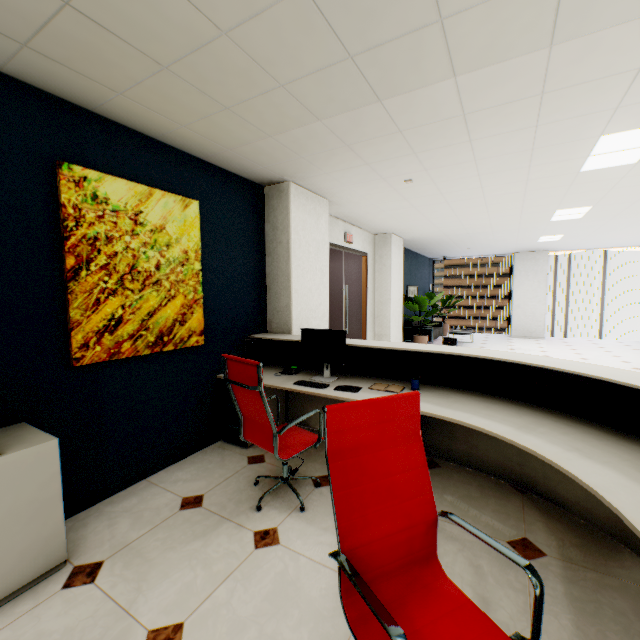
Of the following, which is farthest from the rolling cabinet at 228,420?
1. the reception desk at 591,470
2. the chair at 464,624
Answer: the chair at 464,624

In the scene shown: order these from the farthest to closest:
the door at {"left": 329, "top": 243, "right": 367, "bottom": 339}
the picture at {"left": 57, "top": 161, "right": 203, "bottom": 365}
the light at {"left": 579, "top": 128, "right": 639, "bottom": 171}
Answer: the door at {"left": 329, "top": 243, "right": 367, "bottom": 339}, the light at {"left": 579, "top": 128, "right": 639, "bottom": 171}, the picture at {"left": 57, "top": 161, "right": 203, "bottom": 365}

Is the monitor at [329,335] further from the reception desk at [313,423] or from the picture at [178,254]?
the picture at [178,254]

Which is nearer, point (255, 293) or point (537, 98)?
point (537, 98)

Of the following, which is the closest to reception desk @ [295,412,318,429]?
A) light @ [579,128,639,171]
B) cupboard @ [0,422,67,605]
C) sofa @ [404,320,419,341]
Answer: cupboard @ [0,422,67,605]

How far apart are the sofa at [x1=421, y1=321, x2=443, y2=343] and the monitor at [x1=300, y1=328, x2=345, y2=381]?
6.87m

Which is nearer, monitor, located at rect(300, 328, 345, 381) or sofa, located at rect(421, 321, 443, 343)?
monitor, located at rect(300, 328, 345, 381)

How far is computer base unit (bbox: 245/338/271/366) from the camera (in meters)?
3.83
